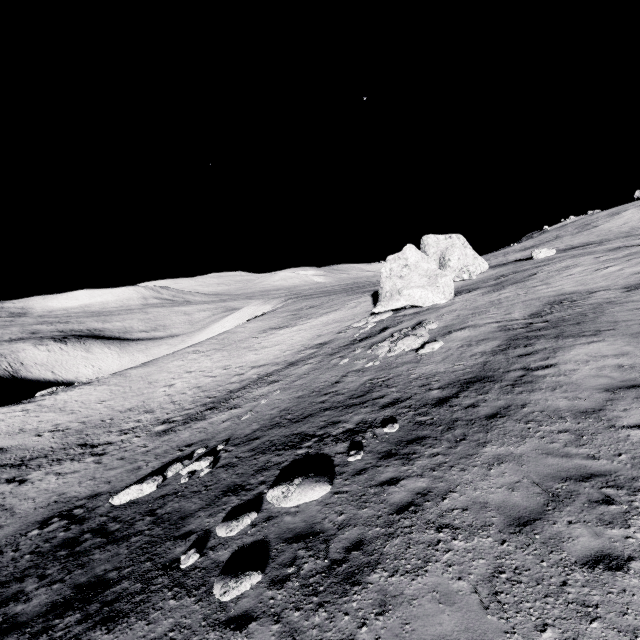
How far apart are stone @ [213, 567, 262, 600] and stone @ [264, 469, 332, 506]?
1.80m

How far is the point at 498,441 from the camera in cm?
805

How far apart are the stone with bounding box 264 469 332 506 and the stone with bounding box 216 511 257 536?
0.5m

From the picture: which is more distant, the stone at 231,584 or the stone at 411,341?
the stone at 411,341

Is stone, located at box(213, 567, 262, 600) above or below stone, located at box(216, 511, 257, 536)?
above

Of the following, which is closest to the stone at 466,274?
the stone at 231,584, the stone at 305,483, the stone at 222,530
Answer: the stone at 305,483

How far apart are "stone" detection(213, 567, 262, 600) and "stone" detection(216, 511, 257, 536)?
1.30m

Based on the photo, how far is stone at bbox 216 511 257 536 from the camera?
8.2 meters
